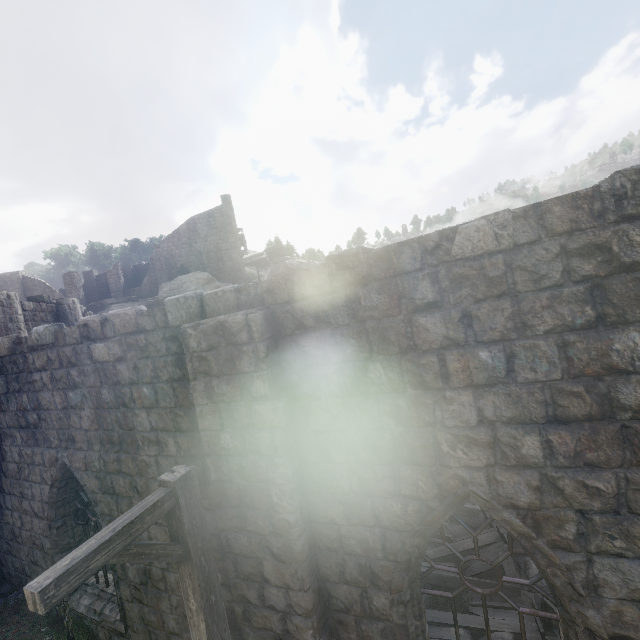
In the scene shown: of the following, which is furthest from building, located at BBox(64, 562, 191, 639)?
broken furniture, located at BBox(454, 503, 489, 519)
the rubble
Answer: the rubble

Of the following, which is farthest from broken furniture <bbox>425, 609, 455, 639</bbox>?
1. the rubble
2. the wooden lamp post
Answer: the rubble

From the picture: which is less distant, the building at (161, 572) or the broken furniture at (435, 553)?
the building at (161, 572)

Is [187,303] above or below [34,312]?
below

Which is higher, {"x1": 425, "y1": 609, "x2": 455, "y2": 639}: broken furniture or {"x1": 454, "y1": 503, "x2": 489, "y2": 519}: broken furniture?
{"x1": 454, "y1": 503, "x2": 489, "y2": 519}: broken furniture

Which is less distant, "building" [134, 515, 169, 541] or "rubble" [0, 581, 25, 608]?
"building" [134, 515, 169, 541]

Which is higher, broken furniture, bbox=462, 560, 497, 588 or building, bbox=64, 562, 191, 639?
building, bbox=64, 562, 191, 639
